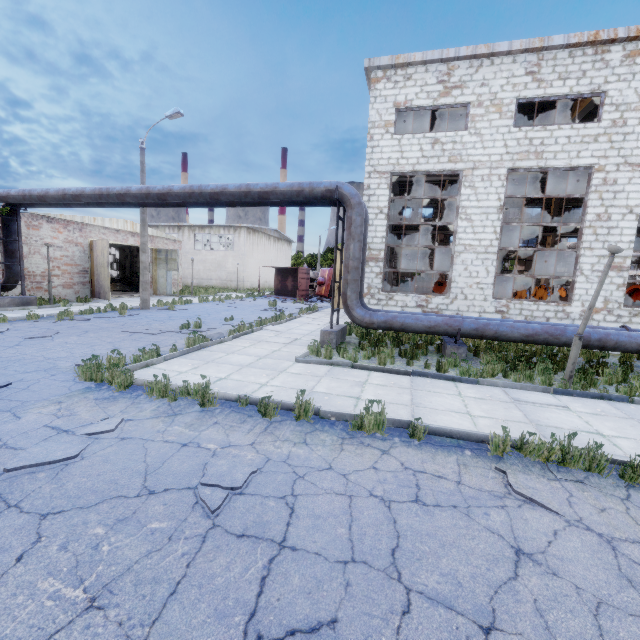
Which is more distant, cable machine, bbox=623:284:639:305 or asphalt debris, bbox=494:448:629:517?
cable machine, bbox=623:284:639:305

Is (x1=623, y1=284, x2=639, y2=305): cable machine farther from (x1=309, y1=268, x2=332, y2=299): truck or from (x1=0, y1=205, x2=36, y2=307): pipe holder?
(x1=0, y1=205, x2=36, y2=307): pipe holder

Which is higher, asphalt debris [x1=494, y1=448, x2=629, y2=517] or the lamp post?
the lamp post

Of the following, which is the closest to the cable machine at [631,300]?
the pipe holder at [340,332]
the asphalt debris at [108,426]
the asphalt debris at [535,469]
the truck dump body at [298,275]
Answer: the pipe holder at [340,332]

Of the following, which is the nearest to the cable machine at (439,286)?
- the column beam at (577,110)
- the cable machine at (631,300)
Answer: the column beam at (577,110)

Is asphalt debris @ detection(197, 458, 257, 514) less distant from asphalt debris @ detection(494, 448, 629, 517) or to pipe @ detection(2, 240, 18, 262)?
asphalt debris @ detection(494, 448, 629, 517)

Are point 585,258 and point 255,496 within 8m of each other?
no

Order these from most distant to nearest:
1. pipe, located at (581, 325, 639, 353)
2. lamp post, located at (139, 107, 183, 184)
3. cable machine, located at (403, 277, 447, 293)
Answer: cable machine, located at (403, 277, 447, 293) < lamp post, located at (139, 107, 183, 184) < pipe, located at (581, 325, 639, 353)
